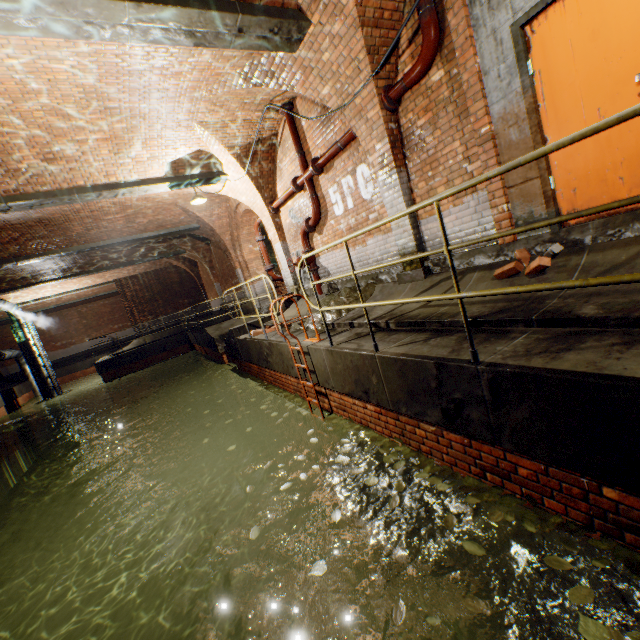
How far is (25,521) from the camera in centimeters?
1275cm

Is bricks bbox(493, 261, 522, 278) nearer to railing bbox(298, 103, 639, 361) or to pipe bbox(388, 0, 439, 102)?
railing bbox(298, 103, 639, 361)

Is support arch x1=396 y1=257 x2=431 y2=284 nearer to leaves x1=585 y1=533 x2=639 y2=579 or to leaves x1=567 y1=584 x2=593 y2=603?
leaves x1=585 y1=533 x2=639 y2=579

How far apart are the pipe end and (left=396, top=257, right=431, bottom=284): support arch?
0.01m

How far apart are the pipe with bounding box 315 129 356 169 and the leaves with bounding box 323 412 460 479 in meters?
4.8 m

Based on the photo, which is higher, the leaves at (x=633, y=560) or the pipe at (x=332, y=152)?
the pipe at (x=332, y=152)

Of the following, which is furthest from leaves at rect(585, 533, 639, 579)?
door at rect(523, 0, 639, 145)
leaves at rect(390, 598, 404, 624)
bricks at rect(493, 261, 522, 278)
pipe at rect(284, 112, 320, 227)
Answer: pipe at rect(284, 112, 320, 227)

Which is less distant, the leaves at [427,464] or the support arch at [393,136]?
the leaves at [427,464]
